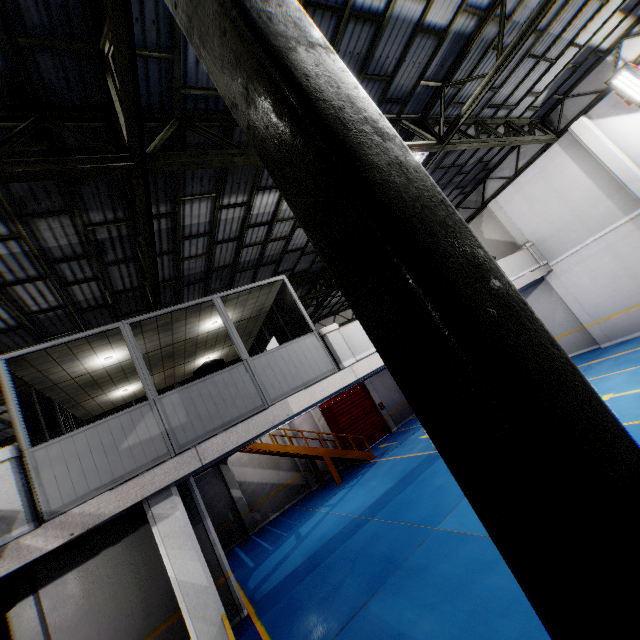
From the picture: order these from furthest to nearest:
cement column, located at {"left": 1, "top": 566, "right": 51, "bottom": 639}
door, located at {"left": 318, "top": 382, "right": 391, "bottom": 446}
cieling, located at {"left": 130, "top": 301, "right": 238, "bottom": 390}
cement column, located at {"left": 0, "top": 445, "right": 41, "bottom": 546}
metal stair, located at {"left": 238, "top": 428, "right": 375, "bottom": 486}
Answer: door, located at {"left": 318, "top": 382, "right": 391, "bottom": 446} < metal stair, located at {"left": 238, "top": 428, "right": 375, "bottom": 486} < cieling, located at {"left": 130, "top": 301, "right": 238, "bottom": 390} < cement column, located at {"left": 1, "top": 566, "right": 51, "bottom": 639} < cement column, located at {"left": 0, "top": 445, "right": 41, "bottom": 546}

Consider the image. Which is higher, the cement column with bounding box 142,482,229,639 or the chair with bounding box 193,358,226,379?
the chair with bounding box 193,358,226,379

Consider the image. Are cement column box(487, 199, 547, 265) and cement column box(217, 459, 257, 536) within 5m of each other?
no

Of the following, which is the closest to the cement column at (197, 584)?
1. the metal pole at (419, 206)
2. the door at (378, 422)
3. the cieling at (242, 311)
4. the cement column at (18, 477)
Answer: the cement column at (18, 477)

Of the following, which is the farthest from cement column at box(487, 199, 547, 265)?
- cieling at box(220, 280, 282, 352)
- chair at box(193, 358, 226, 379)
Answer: chair at box(193, 358, 226, 379)

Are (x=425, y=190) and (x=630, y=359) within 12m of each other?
no

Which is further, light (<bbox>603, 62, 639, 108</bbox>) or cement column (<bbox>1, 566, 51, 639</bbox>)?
light (<bbox>603, 62, 639, 108</bbox>)

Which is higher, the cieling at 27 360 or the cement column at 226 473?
the cieling at 27 360
